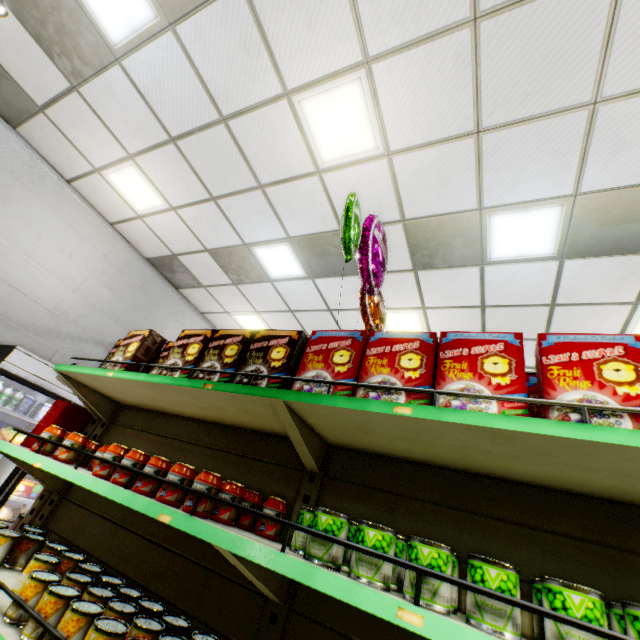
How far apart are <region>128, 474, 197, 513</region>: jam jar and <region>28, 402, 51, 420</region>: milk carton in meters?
4.2 m

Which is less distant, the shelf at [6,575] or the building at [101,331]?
the shelf at [6,575]

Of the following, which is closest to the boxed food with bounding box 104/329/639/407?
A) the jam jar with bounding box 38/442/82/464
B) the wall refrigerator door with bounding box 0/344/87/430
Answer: the jam jar with bounding box 38/442/82/464

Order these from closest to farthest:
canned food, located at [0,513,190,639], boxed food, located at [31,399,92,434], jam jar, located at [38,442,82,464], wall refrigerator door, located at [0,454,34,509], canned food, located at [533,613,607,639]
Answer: canned food, located at [533,613,607,639] → canned food, located at [0,513,190,639] → jam jar, located at [38,442,82,464] → boxed food, located at [31,399,92,434] → wall refrigerator door, located at [0,454,34,509]

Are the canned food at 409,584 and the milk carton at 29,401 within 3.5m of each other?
no

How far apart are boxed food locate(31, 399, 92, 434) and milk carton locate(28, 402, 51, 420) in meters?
2.3

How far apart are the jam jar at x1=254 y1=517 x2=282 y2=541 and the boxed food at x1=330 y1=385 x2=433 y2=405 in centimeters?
54cm

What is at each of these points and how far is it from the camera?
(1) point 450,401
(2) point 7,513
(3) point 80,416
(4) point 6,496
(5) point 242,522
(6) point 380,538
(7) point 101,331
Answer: (1) boxed food, 1.25m
(2) juice jug, 4.11m
(3) boxed food, 2.81m
(4) wall refrigerator door, 4.02m
(5) jam jar, 1.67m
(6) canned food, 1.08m
(7) building, 5.88m
